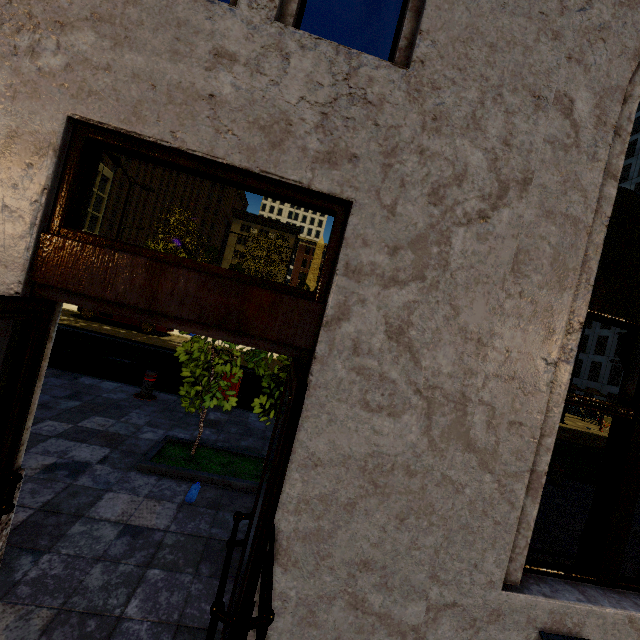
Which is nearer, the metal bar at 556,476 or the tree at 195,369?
the tree at 195,369

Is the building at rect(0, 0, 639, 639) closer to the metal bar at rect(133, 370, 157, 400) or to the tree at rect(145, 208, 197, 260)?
the tree at rect(145, 208, 197, 260)

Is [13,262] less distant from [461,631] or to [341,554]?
[341,554]

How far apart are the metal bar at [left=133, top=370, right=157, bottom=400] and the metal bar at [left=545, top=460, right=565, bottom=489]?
9.56m

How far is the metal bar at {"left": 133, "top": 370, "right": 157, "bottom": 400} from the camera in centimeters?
677cm

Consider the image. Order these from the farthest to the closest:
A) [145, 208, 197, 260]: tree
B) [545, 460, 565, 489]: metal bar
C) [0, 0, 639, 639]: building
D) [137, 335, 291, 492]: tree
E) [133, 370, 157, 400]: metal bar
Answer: [145, 208, 197, 260]: tree → [545, 460, 565, 489]: metal bar → [133, 370, 157, 400]: metal bar → [137, 335, 291, 492]: tree → [0, 0, 639, 639]: building

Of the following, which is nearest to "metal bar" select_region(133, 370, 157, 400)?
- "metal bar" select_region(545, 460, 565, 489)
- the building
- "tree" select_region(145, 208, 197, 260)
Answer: "tree" select_region(145, 208, 197, 260)

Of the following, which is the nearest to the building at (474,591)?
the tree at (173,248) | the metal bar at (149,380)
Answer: the tree at (173,248)
